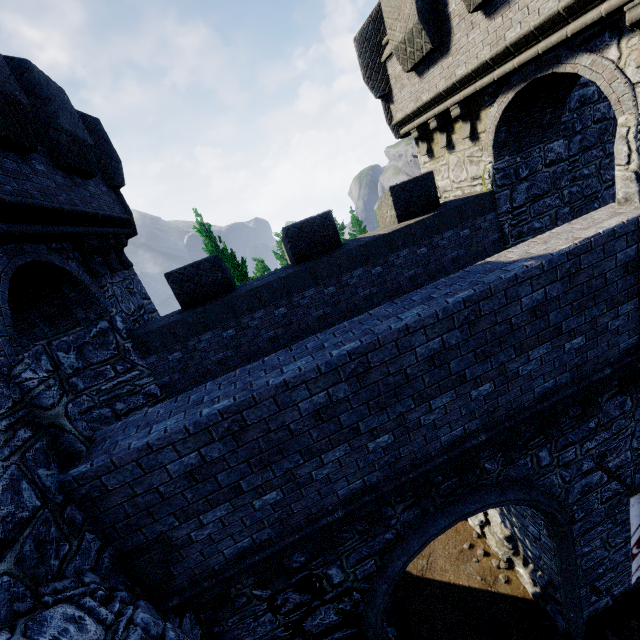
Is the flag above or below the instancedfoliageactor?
below

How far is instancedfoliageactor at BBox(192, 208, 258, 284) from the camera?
13.52m

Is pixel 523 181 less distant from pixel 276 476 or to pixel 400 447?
pixel 400 447

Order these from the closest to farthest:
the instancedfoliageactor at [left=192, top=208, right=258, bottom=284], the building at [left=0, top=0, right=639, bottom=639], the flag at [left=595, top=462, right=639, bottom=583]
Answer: the building at [left=0, top=0, right=639, bottom=639]
the flag at [left=595, top=462, right=639, bottom=583]
the instancedfoliageactor at [left=192, top=208, right=258, bottom=284]

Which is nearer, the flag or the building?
the building

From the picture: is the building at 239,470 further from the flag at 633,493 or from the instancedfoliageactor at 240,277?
the instancedfoliageactor at 240,277

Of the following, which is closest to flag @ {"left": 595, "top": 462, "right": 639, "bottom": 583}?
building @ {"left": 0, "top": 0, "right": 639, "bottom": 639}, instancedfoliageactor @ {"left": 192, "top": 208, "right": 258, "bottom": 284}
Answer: building @ {"left": 0, "top": 0, "right": 639, "bottom": 639}
